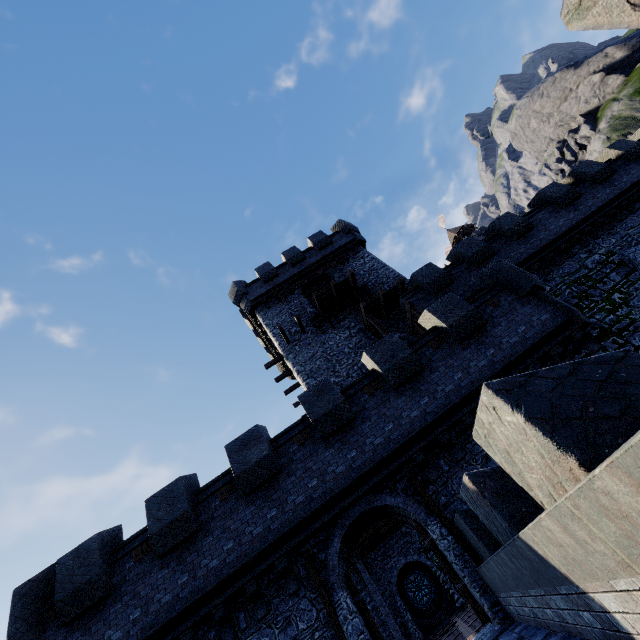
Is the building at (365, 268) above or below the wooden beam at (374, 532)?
above

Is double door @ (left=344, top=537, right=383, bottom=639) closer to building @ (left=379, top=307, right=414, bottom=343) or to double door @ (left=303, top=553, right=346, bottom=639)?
double door @ (left=303, top=553, right=346, bottom=639)

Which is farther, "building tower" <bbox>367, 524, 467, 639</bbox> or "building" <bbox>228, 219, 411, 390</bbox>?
"building tower" <bbox>367, 524, 467, 639</bbox>

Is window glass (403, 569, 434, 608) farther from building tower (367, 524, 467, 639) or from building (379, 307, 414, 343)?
building (379, 307, 414, 343)

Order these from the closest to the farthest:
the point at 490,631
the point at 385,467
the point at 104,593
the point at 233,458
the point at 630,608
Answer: the point at 630,608 < the point at 490,631 < the point at 104,593 < the point at 385,467 < the point at 233,458

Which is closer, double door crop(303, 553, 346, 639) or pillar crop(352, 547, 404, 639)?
double door crop(303, 553, 346, 639)

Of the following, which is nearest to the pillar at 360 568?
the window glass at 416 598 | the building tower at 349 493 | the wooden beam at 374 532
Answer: the wooden beam at 374 532
